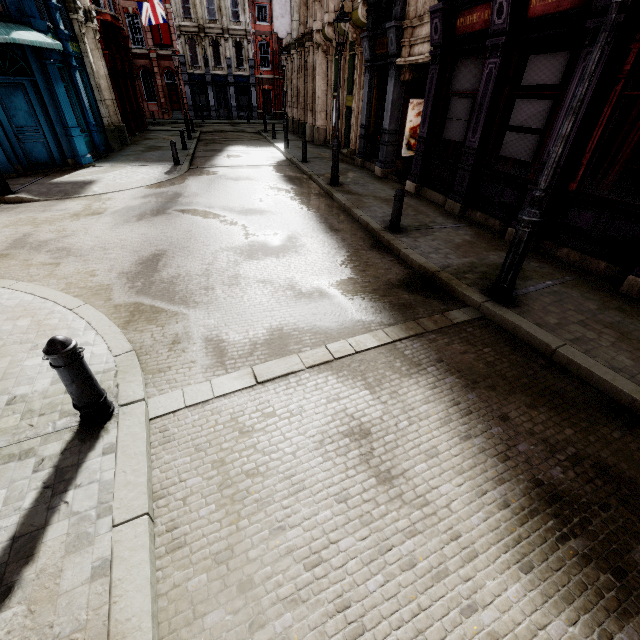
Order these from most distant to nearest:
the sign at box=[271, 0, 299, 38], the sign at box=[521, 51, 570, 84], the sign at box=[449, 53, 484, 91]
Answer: the sign at box=[271, 0, 299, 38], the sign at box=[449, 53, 484, 91], the sign at box=[521, 51, 570, 84]

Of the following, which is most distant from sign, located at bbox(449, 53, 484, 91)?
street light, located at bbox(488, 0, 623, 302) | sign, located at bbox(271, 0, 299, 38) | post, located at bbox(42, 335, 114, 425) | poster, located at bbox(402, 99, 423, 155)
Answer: sign, located at bbox(271, 0, 299, 38)

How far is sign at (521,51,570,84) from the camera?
6.2 meters

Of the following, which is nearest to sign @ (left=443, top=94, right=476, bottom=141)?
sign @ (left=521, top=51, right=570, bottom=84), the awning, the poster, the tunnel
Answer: the tunnel

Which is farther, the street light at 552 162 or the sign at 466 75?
the sign at 466 75

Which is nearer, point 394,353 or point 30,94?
point 394,353

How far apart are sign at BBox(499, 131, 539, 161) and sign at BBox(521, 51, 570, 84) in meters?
0.9 m

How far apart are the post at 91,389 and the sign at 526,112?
8.9m
